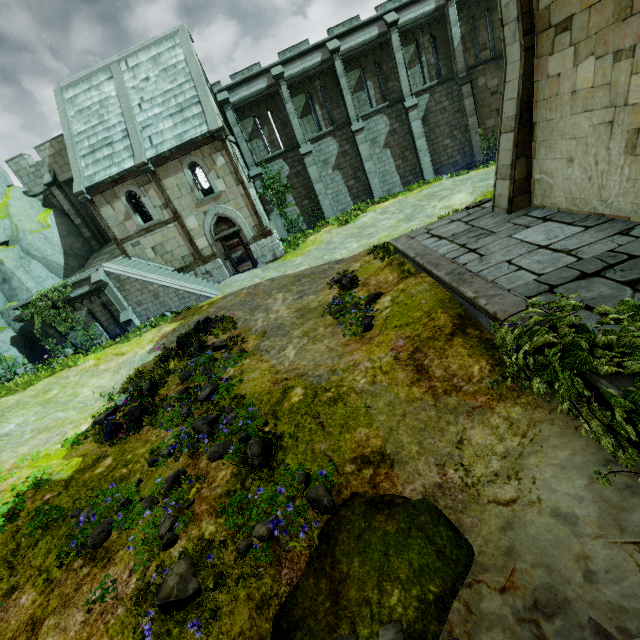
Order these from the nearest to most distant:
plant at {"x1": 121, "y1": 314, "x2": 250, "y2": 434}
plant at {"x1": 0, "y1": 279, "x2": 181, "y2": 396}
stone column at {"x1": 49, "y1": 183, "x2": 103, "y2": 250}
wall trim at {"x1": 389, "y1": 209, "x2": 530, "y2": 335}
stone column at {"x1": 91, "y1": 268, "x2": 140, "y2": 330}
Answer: wall trim at {"x1": 389, "y1": 209, "x2": 530, "y2": 335}, plant at {"x1": 121, "y1": 314, "x2": 250, "y2": 434}, plant at {"x1": 0, "y1": 279, "x2": 181, "y2": 396}, stone column at {"x1": 91, "y1": 268, "x2": 140, "y2": 330}, stone column at {"x1": 49, "y1": 183, "x2": 103, "y2": 250}

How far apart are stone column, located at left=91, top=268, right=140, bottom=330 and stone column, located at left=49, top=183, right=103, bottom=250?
7.9 meters

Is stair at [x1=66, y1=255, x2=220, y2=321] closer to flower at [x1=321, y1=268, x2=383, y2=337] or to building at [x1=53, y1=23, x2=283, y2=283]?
building at [x1=53, y1=23, x2=283, y2=283]

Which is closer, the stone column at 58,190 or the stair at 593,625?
the stair at 593,625

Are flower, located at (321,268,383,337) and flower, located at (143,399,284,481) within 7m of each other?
yes

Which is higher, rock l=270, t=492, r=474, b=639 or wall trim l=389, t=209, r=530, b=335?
wall trim l=389, t=209, r=530, b=335

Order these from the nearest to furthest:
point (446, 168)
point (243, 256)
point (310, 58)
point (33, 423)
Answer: point (33, 423)
point (310, 58)
point (243, 256)
point (446, 168)

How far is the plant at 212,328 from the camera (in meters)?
8.18
